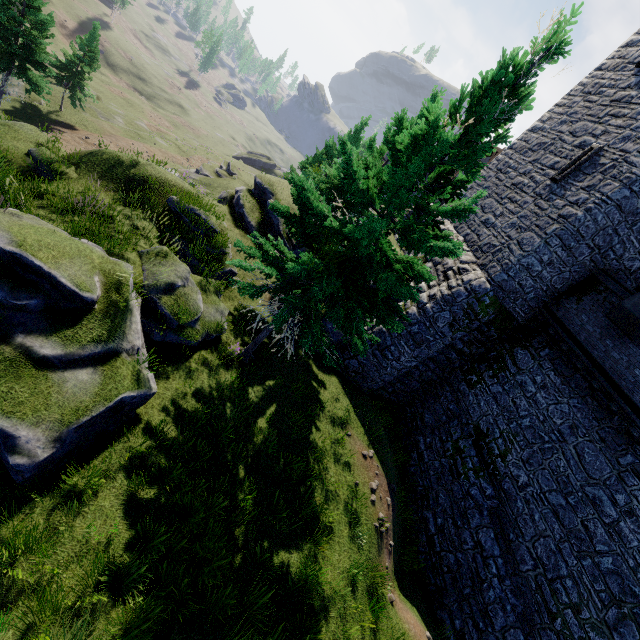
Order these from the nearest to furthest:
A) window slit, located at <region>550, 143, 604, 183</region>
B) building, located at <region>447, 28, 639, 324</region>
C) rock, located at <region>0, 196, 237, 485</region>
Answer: rock, located at <region>0, 196, 237, 485</region> → building, located at <region>447, 28, 639, 324</region> → window slit, located at <region>550, 143, 604, 183</region>

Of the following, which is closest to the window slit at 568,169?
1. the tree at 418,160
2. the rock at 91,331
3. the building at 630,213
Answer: the building at 630,213

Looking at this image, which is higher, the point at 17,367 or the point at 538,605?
the point at 538,605

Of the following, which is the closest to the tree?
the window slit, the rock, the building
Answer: the rock

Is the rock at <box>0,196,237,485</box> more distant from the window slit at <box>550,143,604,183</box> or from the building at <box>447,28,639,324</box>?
the window slit at <box>550,143,604,183</box>

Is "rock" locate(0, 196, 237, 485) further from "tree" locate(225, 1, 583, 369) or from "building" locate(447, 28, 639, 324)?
"building" locate(447, 28, 639, 324)

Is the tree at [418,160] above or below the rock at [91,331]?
above

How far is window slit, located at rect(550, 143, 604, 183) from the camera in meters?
14.1 m
